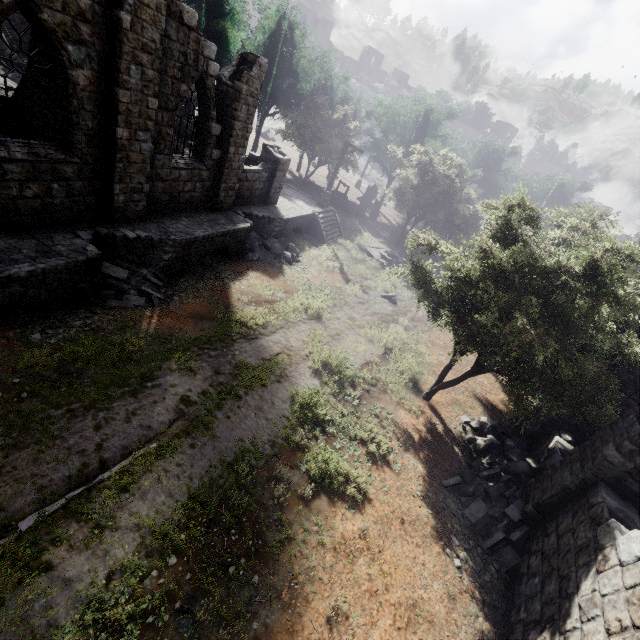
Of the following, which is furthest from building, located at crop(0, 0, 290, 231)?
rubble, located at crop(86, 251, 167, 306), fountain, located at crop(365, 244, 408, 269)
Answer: fountain, located at crop(365, 244, 408, 269)

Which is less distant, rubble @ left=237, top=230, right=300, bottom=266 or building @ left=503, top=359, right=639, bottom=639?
building @ left=503, top=359, right=639, bottom=639

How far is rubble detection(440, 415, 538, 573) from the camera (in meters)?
8.34

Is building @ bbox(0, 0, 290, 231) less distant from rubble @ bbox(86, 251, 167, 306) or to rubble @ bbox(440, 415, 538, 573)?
rubble @ bbox(440, 415, 538, 573)

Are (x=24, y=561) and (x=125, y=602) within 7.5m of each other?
yes

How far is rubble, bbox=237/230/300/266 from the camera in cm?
1652

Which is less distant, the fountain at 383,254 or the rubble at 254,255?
the rubble at 254,255

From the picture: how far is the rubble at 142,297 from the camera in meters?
9.8
